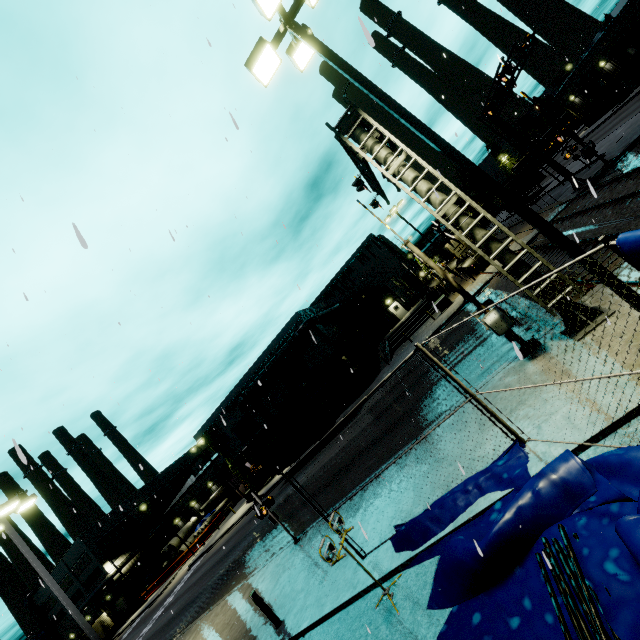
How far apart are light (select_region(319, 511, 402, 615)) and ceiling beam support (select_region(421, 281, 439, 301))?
37.6 meters

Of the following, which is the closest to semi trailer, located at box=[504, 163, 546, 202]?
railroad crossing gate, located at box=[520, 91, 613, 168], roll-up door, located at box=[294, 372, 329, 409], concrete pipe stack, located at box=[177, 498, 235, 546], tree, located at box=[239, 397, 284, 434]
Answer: tree, located at box=[239, 397, 284, 434]

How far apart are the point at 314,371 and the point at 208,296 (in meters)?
27.08

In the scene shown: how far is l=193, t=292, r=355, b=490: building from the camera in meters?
34.8

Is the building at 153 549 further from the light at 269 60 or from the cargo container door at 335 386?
the light at 269 60

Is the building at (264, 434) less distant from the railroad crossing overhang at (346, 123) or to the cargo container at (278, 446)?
the cargo container at (278, 446)

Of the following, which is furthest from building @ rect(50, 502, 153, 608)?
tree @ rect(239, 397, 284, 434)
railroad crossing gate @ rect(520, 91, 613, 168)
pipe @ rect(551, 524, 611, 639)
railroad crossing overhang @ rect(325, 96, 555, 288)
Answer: railroad crossing overhang @ rect(325, 96, 555, 288)

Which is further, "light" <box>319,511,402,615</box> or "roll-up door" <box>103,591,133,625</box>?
"roll-up door" <box>103,591,133,625</box>
